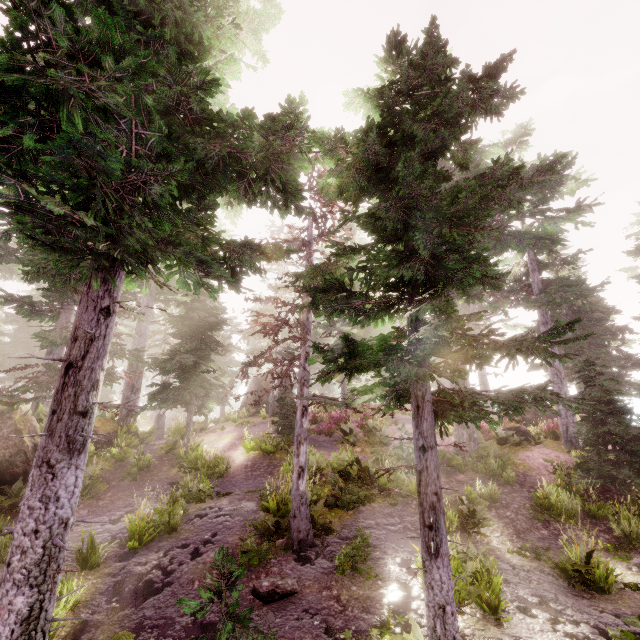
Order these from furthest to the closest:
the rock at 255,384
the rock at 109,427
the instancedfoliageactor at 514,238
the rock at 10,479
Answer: the rock at 255,384
the rock at 109,427
the rock at 10,479
the instancedfoliageactor at 514,238

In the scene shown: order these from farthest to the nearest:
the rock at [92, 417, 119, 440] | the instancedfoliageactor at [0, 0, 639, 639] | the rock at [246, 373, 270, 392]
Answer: the rock at [246, 373, 270, 392]
the rock at [92, 417, 119, 440]
the instancedfoliageactor at [0, 0, 639, 639]

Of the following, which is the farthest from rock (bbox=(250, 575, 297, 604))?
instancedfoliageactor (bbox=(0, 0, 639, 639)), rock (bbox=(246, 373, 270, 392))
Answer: rock (bbox=(246, 373, 270, 392))

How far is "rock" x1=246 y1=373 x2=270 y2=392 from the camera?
30.2m

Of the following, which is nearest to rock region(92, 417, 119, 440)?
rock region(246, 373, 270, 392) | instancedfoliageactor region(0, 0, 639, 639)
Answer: instancedfoliageactor region(0, 0, 639, 639)

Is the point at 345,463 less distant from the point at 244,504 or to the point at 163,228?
the point at 244,504

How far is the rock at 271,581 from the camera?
6.8 meters

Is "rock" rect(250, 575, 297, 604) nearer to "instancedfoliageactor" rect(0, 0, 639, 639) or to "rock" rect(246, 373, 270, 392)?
"instancedfoliageactor" rect(0, 0, 639, 639)
